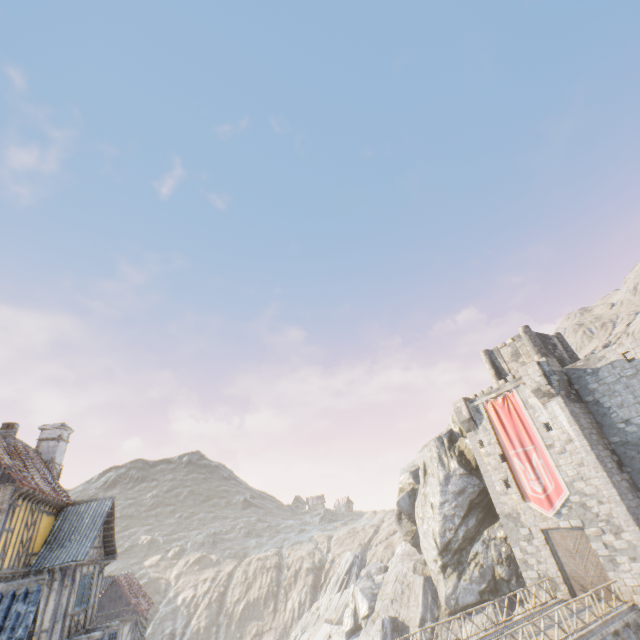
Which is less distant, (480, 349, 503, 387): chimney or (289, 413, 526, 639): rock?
(289, 413, 526, 639): rock

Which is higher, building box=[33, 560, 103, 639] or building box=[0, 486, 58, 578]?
building box=[0, 486, 58, 578]

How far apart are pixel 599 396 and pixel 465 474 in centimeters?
1321cm

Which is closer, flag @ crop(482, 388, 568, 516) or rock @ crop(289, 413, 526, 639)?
flag @ crop(482, 388, 568, 516)

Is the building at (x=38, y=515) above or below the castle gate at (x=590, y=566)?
above

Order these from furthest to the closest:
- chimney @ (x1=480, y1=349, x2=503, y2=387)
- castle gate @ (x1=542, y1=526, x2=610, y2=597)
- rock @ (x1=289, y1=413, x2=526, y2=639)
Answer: chimney @ (x1=480, y1=349, x2=503, y2=387), rock @ (x1=289, y1=413, x2=526, y2=639), castle gate @ (x1=542, y1=526, x2=610, y2=597)

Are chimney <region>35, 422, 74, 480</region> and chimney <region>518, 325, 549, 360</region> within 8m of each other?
no

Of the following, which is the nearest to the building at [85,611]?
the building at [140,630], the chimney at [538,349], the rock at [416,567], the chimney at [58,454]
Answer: the chimney at [58,454]
